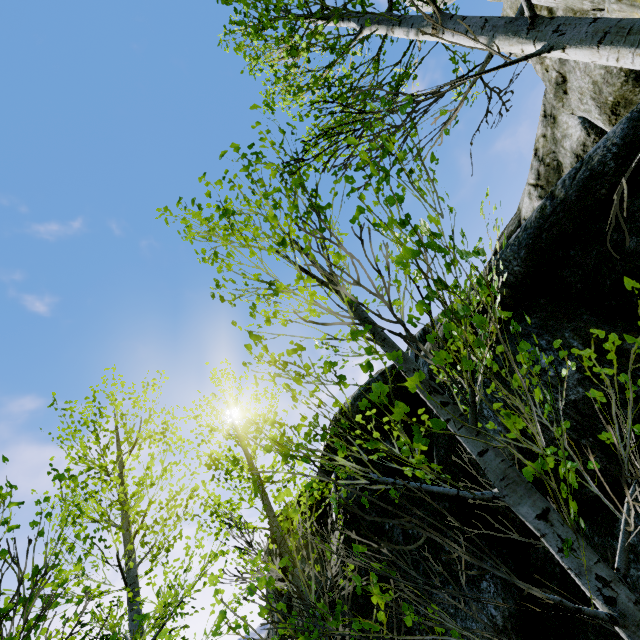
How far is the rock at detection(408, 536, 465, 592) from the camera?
4.41m

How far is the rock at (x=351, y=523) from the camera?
5.02m

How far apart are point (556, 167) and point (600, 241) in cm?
715

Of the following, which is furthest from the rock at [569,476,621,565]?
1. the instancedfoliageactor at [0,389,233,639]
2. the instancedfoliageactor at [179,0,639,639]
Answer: the instancedfoliageactor at [0,389,233,639]

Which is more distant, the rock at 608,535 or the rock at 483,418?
the rock at 483,418

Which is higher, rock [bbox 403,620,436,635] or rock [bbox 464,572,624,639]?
→ rock [bbox 403,620,436,635]

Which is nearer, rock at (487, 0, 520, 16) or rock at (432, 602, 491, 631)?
rock at (432, 602, 491, 631)
